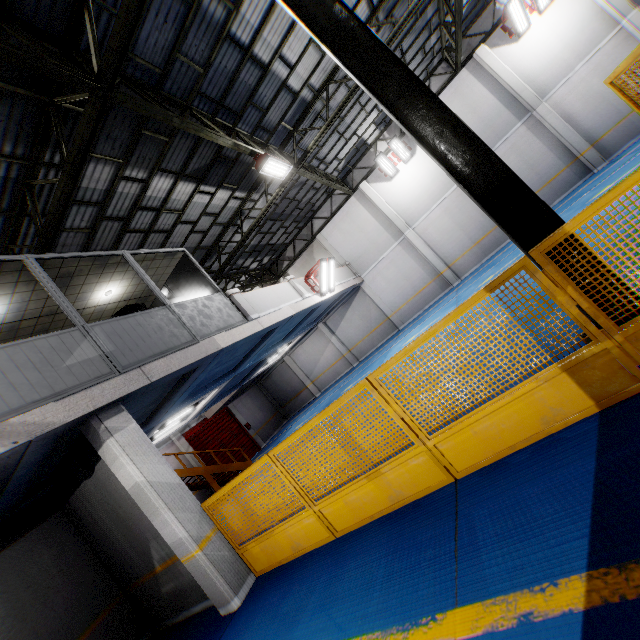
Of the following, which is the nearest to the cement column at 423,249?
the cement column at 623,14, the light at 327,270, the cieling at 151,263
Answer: the light at 327,270

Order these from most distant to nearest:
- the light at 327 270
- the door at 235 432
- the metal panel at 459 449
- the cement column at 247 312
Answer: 1. the door at 235 432
2. the light at 327 270
3. the cement column at 247 312
4. the metal panel at 459 449

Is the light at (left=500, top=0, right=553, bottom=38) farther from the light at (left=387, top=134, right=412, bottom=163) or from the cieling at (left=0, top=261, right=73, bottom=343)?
the cieling at (left=0, top=261, right=73, bottom=343)

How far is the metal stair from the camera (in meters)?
14.93

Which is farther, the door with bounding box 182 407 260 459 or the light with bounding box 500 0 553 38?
the door with bounding box 182 407 260 459

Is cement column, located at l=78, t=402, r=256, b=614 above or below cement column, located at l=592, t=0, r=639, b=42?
below

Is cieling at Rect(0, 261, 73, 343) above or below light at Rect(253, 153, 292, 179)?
below

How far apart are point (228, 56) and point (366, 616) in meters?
11.0 m
